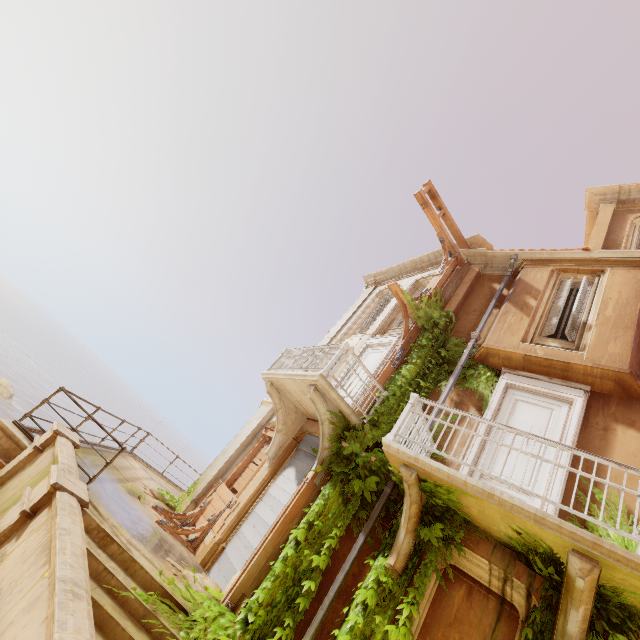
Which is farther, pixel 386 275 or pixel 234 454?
pixel 386 275

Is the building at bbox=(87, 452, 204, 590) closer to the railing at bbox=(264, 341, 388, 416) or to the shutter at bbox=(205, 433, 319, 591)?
the shutter at bbox=(205, 433, 319, 591)

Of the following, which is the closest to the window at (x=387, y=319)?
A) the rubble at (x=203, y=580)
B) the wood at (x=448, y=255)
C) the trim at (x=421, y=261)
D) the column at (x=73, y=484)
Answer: the trim at (x=421, y=261)

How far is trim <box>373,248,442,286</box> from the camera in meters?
13.3

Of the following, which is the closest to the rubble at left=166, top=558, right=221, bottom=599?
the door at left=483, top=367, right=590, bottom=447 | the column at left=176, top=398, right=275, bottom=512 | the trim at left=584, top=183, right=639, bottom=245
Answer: the column at left=176, top=398, right=275, bottom=512

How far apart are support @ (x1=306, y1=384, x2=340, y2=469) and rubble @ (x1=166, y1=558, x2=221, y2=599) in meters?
2.7 m

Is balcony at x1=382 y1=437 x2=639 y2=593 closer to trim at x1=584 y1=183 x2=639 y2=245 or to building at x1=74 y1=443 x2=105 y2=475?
building at x1=74 y1=443 x2=105 y2=475

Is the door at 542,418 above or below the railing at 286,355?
above
